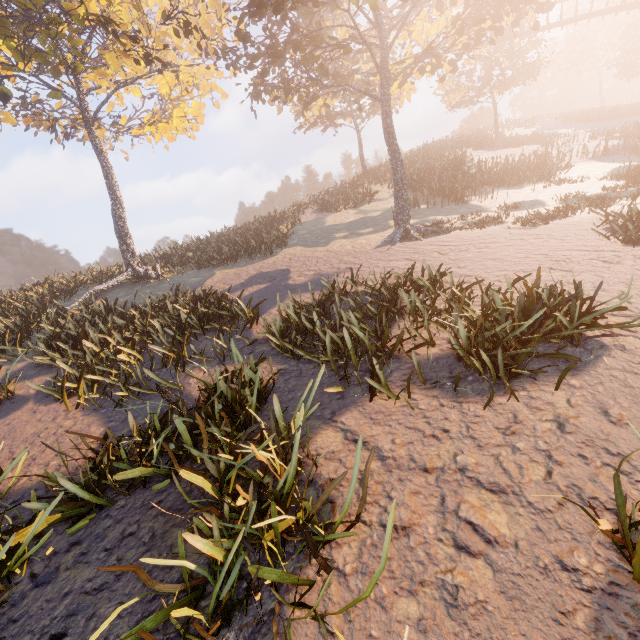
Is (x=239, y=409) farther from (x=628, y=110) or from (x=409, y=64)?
(x=628, y=110)

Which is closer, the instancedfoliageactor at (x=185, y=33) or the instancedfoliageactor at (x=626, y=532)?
the instancedfoliageactor at (x=626, y=532)

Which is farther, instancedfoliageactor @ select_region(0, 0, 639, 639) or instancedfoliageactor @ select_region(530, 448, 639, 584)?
instancedfoliageactor @ select_region(0, 0, 639, 639)

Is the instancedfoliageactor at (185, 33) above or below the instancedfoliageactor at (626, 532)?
above

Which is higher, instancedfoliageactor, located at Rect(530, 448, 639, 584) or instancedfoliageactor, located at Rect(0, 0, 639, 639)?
instancedfoliageactor, located at Rect(0, 0, 639, 639)
